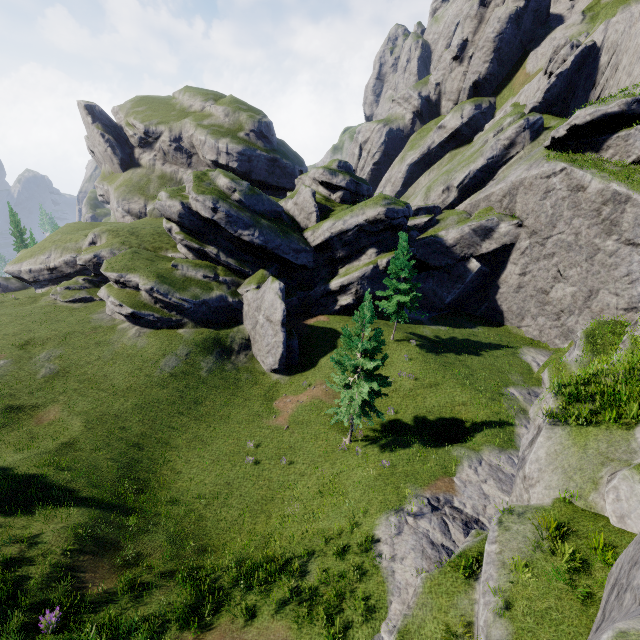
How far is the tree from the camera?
29.2 meters

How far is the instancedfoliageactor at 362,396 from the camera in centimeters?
1866cm

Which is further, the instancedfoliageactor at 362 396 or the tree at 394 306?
the tree at 394 306

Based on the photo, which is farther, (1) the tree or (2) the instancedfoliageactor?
(1) the tree

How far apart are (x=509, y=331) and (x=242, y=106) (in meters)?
58.68

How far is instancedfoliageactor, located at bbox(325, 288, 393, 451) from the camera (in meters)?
18.66
